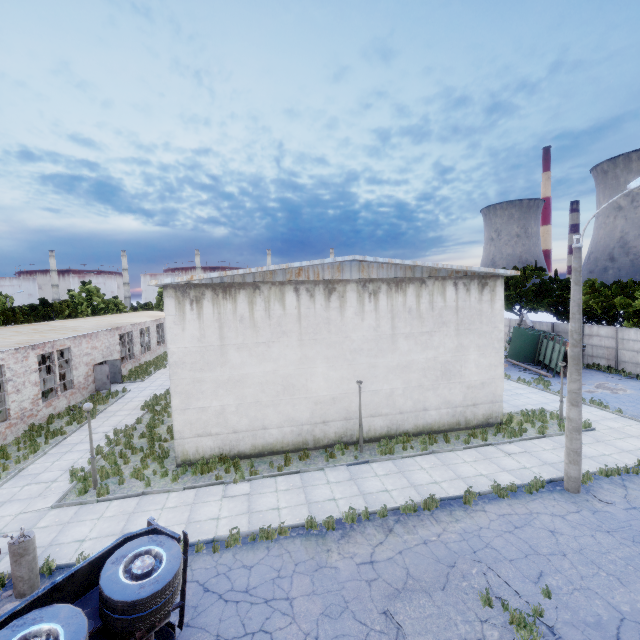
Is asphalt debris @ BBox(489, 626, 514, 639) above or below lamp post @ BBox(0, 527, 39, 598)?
below

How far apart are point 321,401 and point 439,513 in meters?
6.5

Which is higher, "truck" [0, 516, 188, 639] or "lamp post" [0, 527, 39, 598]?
"truck" [0, 516, 188, 639]

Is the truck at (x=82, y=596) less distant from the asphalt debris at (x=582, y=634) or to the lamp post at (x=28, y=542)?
the lamp post at (x=28, y=542)

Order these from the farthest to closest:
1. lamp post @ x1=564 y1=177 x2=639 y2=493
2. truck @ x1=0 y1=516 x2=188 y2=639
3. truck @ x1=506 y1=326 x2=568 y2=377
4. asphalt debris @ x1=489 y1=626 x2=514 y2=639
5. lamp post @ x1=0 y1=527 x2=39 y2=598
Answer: truck @ x1=506 y1=326 x2=568 y2=377 < lamp post @ x1=564 y1=177 x2=639 y2=493 < lamp post @ x1=0 y1=527 x2=39 y2=598 < asphalt debris @ x1=489 y1=626 x2=514 y2=639 < truck @ x1=0 y1=516 x2=188 y2=639

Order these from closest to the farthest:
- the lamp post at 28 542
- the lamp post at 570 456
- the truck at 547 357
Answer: the lamp post at 28 542 < the lamp post at 570 456 < the truck at 547 357

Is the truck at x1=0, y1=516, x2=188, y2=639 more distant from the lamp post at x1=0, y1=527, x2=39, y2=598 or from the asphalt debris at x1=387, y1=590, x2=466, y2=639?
the asphalt debris at x1=387, y1=590, x2=466, y2=639

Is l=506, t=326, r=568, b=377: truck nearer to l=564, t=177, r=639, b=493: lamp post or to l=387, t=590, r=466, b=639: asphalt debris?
l=564, t=177, r=639, b=493: lamp post
